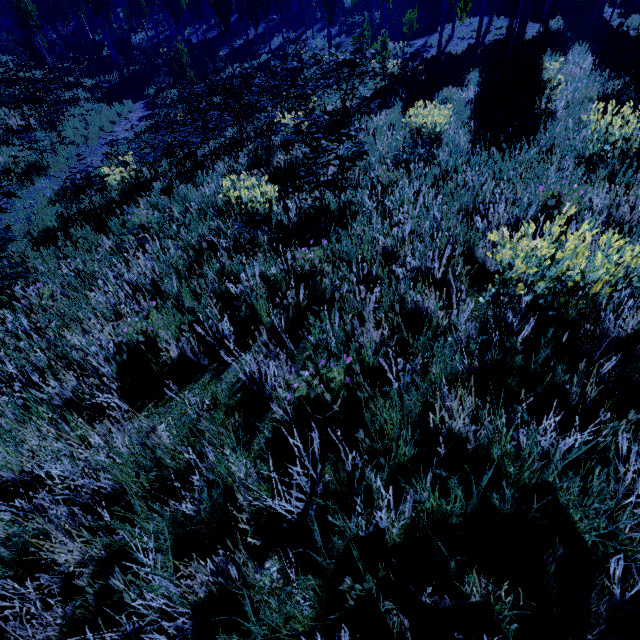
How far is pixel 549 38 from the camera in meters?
14.4
